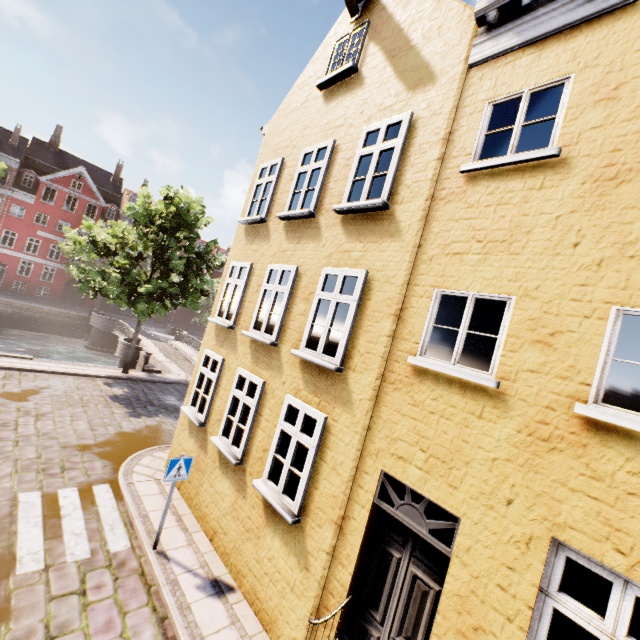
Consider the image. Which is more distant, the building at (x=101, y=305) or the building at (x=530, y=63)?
the building at (x=101, y=305)

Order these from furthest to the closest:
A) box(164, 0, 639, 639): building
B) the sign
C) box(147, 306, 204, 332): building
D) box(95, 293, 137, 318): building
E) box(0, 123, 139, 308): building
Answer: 1. box(147, 306, 204, 332): building
2. box(95, 293, 137, 318): building
3. box(0, 123, 139, 308): building
4. the sign
5. box(164, 0, 639, 639): building

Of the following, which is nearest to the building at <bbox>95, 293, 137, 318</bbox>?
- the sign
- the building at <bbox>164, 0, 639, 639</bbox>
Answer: the building at <bbox>164, 0, 639, 639</bbox>

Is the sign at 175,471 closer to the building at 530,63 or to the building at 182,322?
the building at 530,63

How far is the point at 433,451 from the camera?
4.3 meters
